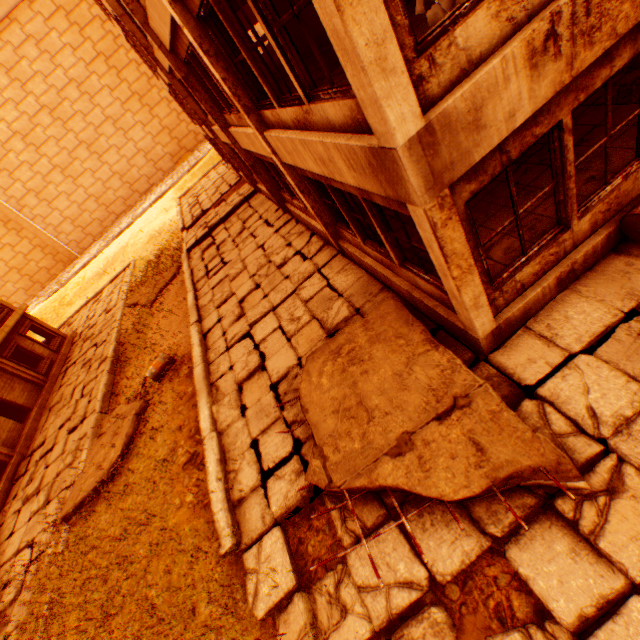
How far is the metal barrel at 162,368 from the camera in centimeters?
1020cm

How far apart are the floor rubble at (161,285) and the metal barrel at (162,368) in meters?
6.5

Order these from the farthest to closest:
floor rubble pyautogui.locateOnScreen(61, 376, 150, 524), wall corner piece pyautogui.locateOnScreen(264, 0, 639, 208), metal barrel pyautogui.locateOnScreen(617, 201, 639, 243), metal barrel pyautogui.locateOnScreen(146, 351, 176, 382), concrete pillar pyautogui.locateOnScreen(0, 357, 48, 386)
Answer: concrete pillar pyautogui.locateOnScreen(0, 357, 48, 386) < metal barrel pyautogui.locateOnScreen(146, 351, 176, 382) < floor rubble pyautogui.locateOnScreen(61, 376, 150, 524) < metal barrel pyautogui.locateOnScreen(617, 201, 639, 243) < wall corner piece pyautogui.locateOnScreen(264, 0, 639, 208)

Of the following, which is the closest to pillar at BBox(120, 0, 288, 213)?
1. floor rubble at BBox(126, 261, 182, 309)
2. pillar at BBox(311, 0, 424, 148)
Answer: floor rubble at BBox(126, 261, 182, 309)

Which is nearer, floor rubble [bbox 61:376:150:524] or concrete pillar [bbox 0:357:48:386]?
floor rubble [bbox 61:376:150:524]

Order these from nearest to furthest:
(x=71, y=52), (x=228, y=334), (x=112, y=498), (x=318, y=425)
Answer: (x=318, y=425) < (x=112, y=498) < (x=228, y=334) < (x=71, y=52)

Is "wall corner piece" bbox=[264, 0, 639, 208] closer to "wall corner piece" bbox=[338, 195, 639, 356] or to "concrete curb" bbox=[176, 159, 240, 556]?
"wall corner piece" bbox=[338, 195, 639, 356]

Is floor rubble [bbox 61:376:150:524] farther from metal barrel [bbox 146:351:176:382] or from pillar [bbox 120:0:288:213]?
pillar [bbox 120:0:288:213]
